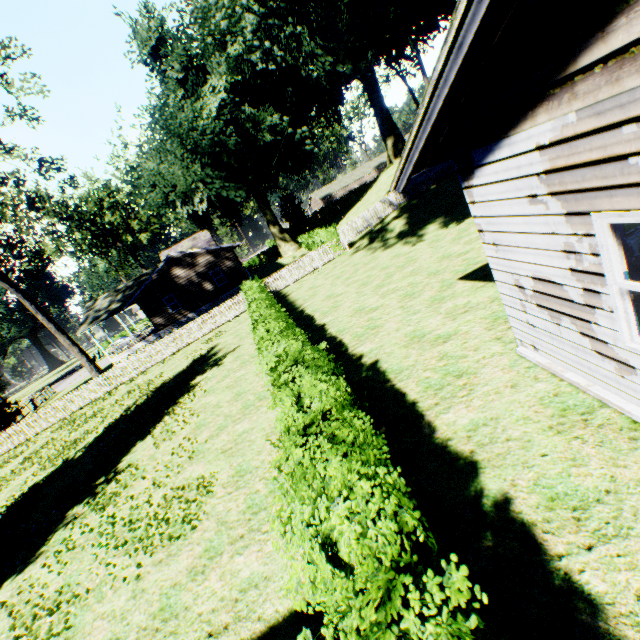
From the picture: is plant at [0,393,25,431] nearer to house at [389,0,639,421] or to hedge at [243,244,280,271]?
hedge at [243,244,280,271]

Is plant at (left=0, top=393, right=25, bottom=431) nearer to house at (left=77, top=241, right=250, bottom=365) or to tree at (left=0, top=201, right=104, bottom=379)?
house at (left=77, top=241, right=250, bottom=365)

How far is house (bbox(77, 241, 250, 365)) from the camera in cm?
2975

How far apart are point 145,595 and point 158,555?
0.69m

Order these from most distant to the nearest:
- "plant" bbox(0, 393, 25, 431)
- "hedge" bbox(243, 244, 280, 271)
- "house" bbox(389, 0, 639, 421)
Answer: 1. "hedge" bbox(243, 244, 280, 271)
2. "plant" bbox(0, 393, 25, 431)
3. "house" bbox(389, 0, 639, 421)

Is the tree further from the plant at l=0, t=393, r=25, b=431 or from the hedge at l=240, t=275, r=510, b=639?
the hedge at l=240, t=275, r=510, b=639

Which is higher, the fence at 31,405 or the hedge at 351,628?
the hedge at 351,628

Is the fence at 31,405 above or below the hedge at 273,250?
below
